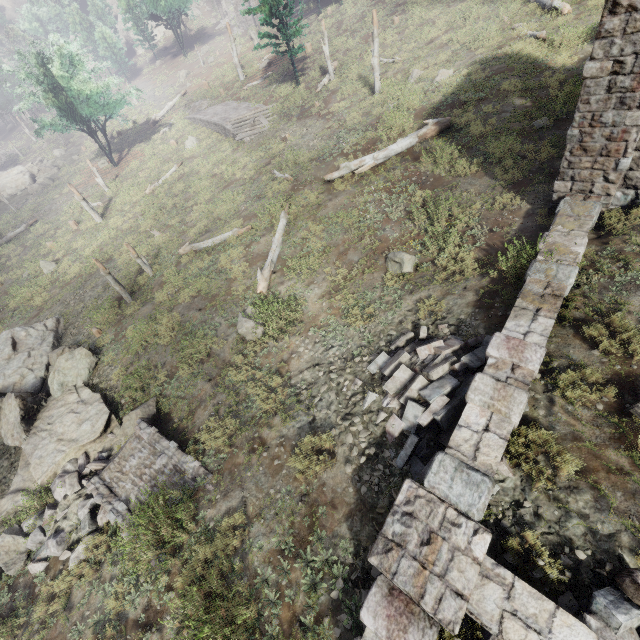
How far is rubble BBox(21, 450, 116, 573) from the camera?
7.8m

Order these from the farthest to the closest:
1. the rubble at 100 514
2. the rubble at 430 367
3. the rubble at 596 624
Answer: the rubble at 100 514 → the rubble at 430 367 → the rubble at 596 624

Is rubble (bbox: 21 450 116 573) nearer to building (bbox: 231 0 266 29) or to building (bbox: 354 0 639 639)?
building (bbox: 354 0 639 639)

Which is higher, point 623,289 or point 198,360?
point 623,289

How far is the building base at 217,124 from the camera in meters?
26.0 m

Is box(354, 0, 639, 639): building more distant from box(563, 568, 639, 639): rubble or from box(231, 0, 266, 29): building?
box(231, 0, 266, 29): building

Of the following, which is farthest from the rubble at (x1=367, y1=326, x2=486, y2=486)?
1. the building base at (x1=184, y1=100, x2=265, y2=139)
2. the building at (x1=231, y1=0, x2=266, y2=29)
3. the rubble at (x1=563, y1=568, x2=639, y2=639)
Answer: the building at (x1=231, y1=0, x2=266, y2=29)

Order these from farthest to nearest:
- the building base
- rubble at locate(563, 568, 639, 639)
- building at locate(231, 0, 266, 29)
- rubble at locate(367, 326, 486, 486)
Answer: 1. building at locate(231, 0, 266, 29)
2. the building base
3. rubble at locate(367, 326, 486, 486)
4. rubble at locate(563, 568, 639, 639)
